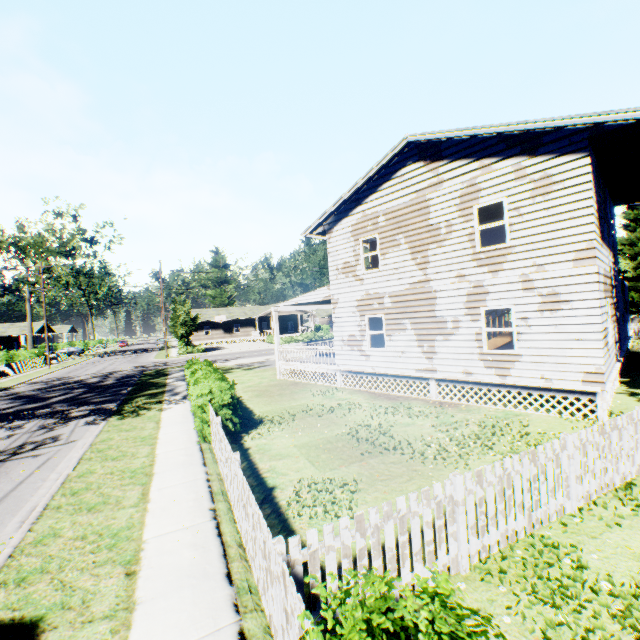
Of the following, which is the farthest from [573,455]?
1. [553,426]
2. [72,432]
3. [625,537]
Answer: [72,432]

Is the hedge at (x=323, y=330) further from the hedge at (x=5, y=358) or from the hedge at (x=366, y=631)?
the hedge at (x=366, y=631)

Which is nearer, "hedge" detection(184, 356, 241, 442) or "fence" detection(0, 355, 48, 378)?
"hedge" detection(184, 356, 241, 442)

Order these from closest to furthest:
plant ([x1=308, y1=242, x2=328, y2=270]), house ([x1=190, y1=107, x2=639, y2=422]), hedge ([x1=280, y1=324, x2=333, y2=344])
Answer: house ([x1=190, y1=107, x2=639, y2=422]) < hedge ([x1=280, y1=324, x2=333, y2=344]) < plant ([x1=308, y1=242, x2=328, y2=270])

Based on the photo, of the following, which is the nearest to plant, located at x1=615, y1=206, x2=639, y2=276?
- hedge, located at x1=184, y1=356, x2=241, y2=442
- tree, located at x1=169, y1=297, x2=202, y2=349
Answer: hedge, located at x1=184, y1=356, x2=241, y2=442

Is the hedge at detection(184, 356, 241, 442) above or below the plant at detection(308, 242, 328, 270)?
below

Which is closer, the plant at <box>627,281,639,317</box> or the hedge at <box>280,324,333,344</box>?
the plant at <box>627,281,639,317</box>

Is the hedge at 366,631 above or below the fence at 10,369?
above
